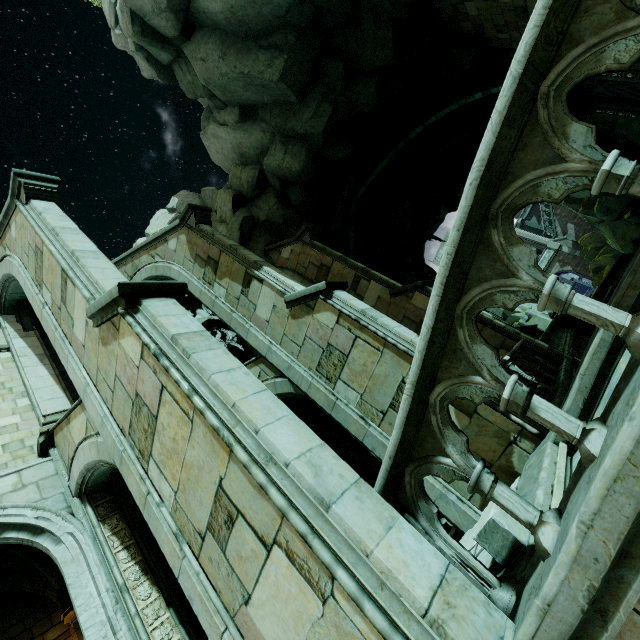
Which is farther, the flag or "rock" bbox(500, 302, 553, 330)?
"rock" bbox(500, 302, 553, 330)

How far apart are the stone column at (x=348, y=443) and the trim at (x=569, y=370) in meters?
5.0

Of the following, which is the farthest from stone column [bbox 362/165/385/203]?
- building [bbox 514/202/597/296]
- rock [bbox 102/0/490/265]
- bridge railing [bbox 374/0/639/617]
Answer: bridge railing [bbox 374/0/639/617]

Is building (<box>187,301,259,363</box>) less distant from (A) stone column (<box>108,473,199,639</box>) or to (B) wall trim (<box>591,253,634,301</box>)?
(A) stone column (<box>108,473,199,639</box>)

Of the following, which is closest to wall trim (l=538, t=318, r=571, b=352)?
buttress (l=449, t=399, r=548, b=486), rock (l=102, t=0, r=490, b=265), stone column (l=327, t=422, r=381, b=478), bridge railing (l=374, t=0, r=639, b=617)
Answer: rock (l=102, t=0, r=490, b=265)

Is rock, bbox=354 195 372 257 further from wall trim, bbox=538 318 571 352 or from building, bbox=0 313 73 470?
wall trim, bbox=538 318 571 352

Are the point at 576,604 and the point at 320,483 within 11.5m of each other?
yes

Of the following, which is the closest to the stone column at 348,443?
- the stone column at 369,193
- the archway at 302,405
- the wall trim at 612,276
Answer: the archway at 302,405
